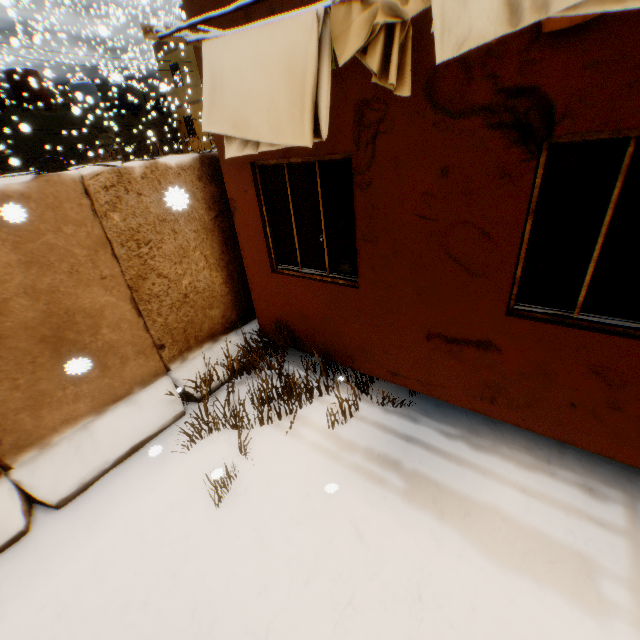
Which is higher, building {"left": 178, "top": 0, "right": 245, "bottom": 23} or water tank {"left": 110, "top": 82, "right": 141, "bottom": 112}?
water tank {"left": 110, "top": 82, "right": 141, "bottom": 112}

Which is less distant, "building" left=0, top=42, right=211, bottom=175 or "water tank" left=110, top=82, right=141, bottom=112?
"building" left=0, top=42, right=211, bottom=175

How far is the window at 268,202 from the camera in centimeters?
370cm

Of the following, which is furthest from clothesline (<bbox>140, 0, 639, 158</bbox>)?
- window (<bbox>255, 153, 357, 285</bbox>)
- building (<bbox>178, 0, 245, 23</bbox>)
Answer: window (<bbox>255, 153, 357, 285</bbox>)

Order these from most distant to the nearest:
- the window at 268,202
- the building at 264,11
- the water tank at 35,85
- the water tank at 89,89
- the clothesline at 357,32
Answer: the water tank at 35,85, the water tank at 89,89, the window at 268,202, the building at 264,11, the clothesline at 357,32

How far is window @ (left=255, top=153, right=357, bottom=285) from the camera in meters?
3.7 m

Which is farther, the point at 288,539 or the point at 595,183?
the point at 288,539
